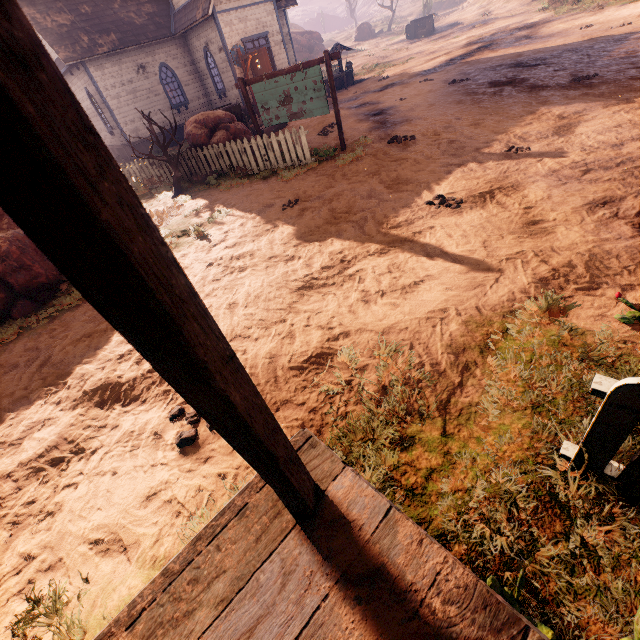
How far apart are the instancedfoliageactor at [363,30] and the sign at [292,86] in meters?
55.2

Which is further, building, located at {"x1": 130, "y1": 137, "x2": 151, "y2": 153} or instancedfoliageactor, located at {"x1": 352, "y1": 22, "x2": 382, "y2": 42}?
instancedfoliageactor, located at {"x1": 352, "y1": 22, "x2": 382, "y2": 42}

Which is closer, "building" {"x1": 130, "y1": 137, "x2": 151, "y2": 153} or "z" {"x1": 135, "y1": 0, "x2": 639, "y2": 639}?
"z" {"x1": 135, "y1": 0, "x2": 639, "y2": 639}

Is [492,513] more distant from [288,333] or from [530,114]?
[530,114]

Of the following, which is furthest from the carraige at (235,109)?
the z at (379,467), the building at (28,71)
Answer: the building at (28,71)

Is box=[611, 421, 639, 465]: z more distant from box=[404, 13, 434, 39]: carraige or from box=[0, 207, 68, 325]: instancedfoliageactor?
box=[404, 13, 434, 39]: carraige

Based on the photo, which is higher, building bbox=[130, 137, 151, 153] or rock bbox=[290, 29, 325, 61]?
rock bbox=[290, 29, 325, 61]

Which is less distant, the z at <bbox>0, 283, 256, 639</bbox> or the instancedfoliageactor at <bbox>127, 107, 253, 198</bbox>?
the z at <bbox>0, 283, 256, 639</bbox>
